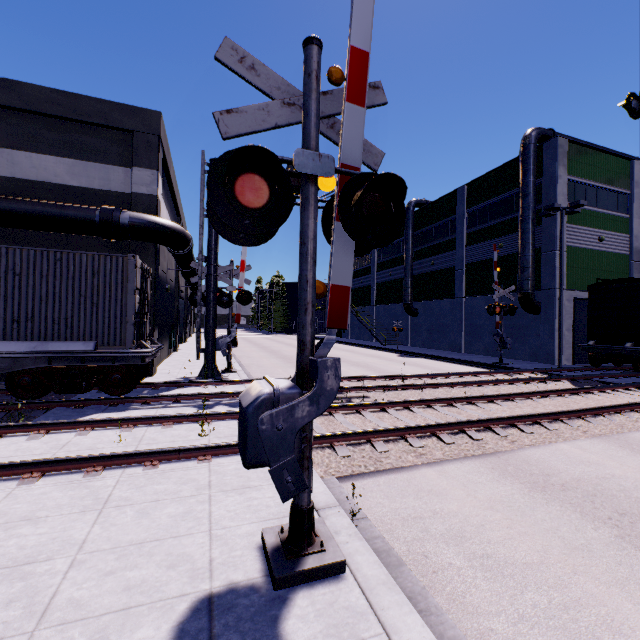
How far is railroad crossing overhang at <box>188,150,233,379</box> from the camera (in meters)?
12.48

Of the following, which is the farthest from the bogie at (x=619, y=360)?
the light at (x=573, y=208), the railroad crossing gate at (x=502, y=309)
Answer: the railroad crossing gate at (x=502, y=309)

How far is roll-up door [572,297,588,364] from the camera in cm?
2156

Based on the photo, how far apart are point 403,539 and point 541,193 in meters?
25.9

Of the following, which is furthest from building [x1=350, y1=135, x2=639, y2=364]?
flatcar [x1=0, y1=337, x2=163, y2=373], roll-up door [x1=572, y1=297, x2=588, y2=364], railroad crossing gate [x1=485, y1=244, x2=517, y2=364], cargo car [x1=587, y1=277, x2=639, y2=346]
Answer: railroad crossing gate [x1=485, y1=244, x2=517, y2=364]

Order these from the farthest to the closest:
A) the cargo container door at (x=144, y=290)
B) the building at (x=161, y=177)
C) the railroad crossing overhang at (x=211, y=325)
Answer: the railroad crossing overhang at (x=211, y=325)
the building at (x=161, y=177)
the cargo container door at (x=144, y=290)

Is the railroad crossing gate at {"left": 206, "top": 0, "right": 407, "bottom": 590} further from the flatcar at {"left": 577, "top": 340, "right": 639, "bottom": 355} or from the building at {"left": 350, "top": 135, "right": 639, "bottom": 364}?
the flatcar at {"left": 577, "top": 340, "right": 639, "bottom": 355}

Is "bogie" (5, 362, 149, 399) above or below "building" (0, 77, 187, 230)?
below
